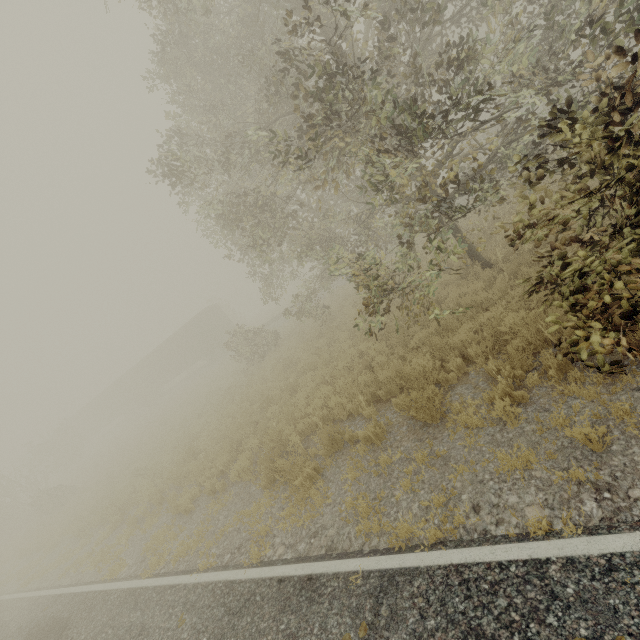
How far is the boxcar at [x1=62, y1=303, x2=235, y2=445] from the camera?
32.03m

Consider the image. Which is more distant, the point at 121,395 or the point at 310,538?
the point at 121,395

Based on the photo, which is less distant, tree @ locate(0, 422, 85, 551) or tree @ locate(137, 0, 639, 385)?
tree @ locate(137, 0, 639, 385)

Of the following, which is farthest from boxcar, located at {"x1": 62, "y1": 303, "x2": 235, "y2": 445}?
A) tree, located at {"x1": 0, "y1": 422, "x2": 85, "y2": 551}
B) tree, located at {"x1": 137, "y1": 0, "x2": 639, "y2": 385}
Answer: tree, located at {"x1": 137, "y1": 0, "x2": 639, "y2": 385}

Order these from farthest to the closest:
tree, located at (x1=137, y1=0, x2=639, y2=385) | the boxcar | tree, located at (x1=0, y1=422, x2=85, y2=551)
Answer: the boxcar → tree, located at (x1=0, y1=422, x2=85, y2=551) → tree, located at (x1=137, y1=0, x2=639, y2=385)

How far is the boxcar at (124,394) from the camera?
32.0 meters

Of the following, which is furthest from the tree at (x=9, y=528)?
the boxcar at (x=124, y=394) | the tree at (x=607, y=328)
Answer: the tree at (x=607, y=328)

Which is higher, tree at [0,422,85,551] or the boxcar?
the boxcar
